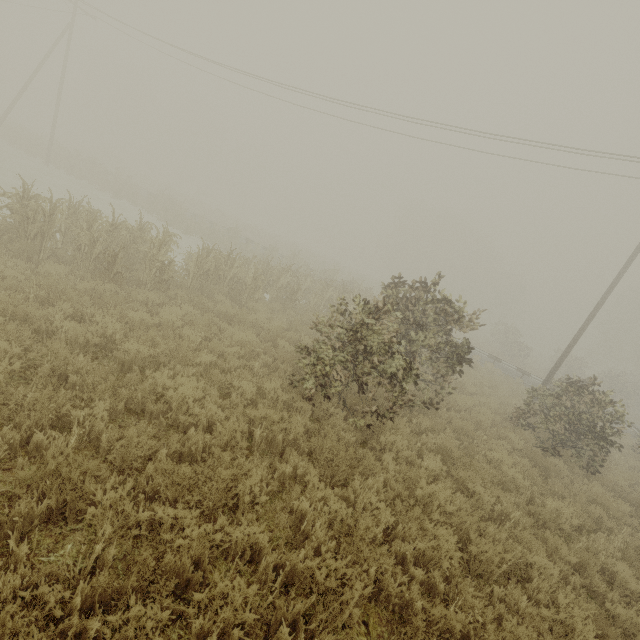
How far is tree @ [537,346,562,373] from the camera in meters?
36.1

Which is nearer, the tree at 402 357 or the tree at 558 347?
the tree at 402 357

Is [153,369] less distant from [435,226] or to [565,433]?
[565,433]

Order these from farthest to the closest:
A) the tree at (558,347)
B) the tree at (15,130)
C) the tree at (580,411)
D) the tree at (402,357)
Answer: the tree at (558,347), the tree at (15,130), the tree at (580,411), the tree at (402,357)

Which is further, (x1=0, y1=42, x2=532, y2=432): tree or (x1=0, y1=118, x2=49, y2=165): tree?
Answer: (x1=0, y1=118, x2=49, y2=165): tree

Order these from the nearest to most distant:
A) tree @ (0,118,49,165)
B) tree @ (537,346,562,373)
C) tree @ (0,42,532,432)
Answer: tree @ (0,42,532,432) → tree @ (0,118,49,165) → tree @ (537,346,562,373)

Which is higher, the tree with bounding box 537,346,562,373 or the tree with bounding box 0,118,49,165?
the tree with bounding box 537,346,562,373
